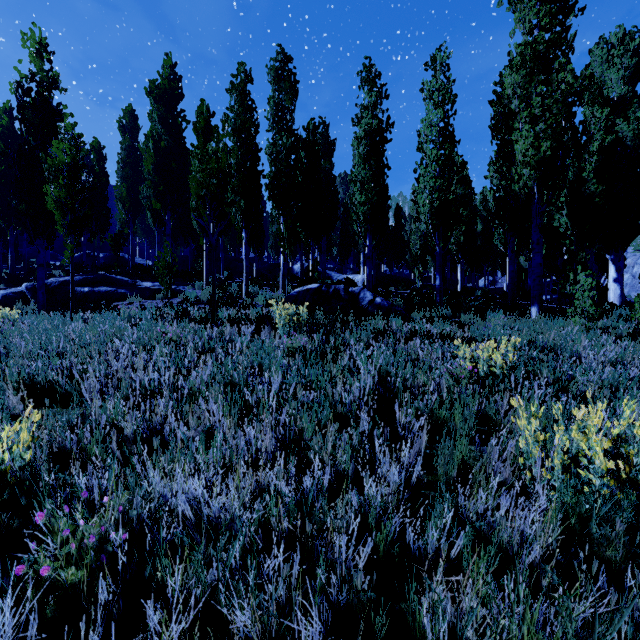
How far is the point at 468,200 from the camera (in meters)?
23.08

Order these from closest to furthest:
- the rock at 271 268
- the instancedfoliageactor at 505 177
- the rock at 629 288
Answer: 1. the instancedfoliageactor at 505 177
2. the rock at 271 268
3. the rock at 629 288

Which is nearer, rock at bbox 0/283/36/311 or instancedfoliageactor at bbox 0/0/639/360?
instancedfoliageactor at bbox 0/0/639/360

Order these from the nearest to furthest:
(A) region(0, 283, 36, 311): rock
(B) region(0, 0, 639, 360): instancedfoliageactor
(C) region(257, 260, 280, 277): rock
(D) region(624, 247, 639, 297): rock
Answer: (B) region(0, 0, 639, 360): instancedfoliageactor, (A) region(0, 283, 36, 311): rock, (C) region(257, 260, 280, 277): rock, (D) region(624, 247, 639, 297): rock

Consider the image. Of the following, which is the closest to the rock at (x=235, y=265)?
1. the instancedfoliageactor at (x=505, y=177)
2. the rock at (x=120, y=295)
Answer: the instancedfoliageactor at (x=505, y=177)

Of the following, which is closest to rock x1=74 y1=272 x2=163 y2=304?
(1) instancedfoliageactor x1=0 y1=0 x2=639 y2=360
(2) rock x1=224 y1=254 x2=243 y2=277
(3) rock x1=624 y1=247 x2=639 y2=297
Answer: (1) instancedfoliageactor x1=0 y1=0 x2=639 y2=360

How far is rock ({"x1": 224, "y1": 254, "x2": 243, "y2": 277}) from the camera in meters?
26.5 m

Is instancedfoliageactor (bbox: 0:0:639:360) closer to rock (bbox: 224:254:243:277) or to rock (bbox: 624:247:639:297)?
rock (bbox: 624:247:639:297)
